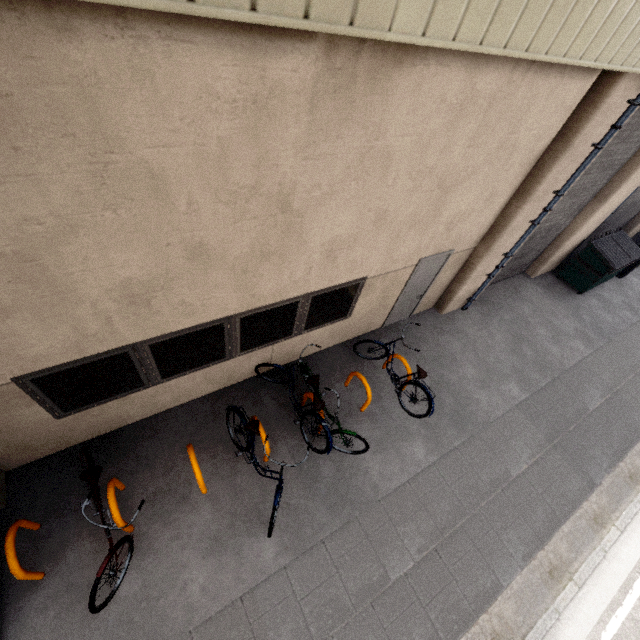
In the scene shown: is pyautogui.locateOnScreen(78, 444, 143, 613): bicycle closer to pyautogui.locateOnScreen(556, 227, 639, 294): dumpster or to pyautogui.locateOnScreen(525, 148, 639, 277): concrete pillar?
pyautogui.locateOnScreen(525, 148, 639, 277): concrete pillar

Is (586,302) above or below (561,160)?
below

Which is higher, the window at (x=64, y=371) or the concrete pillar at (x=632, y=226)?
the window at (x=64, y=371)

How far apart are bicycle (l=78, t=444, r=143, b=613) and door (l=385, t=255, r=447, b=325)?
5.49m

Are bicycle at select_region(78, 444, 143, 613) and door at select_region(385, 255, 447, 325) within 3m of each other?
no

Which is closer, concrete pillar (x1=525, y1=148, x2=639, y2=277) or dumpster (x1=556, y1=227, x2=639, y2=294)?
concrete pillar (x1=525, y1=148, x2=639, y2=277)

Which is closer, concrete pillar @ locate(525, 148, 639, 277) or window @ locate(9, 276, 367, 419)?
window @ locate(9, 276, 367, 419)

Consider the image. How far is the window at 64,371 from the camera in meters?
3.8
